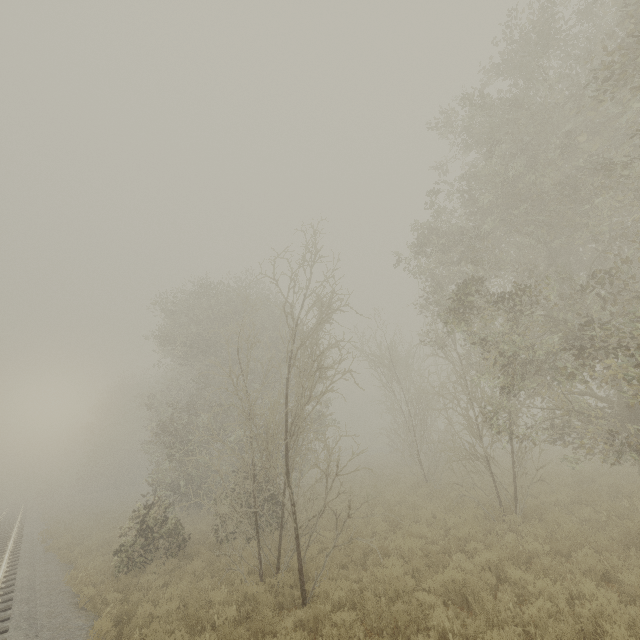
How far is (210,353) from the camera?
20.4 meters
